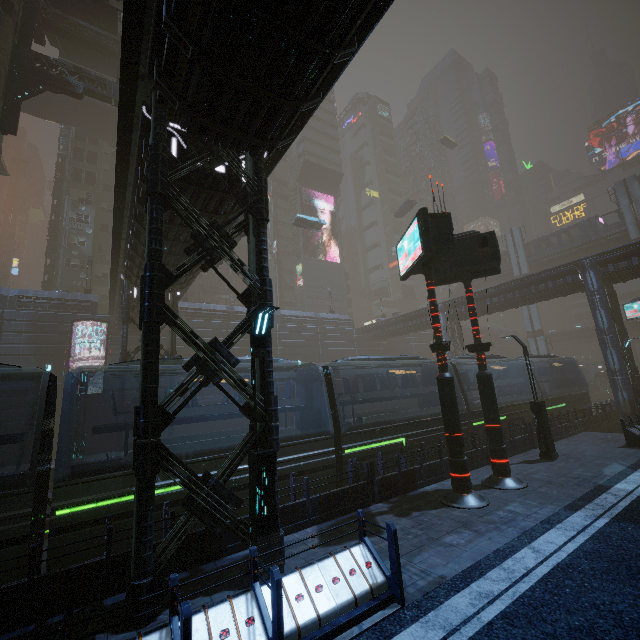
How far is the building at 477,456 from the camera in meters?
13.5

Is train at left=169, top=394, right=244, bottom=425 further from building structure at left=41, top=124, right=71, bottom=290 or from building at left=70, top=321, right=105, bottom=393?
building structure at left=41, top=124, right=71, bottom=290

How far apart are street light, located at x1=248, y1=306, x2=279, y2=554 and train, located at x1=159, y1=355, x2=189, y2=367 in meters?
4.0 m

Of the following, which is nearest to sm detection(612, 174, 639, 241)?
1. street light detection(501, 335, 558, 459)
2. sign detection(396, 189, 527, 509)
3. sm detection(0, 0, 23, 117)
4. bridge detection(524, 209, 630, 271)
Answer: bridge detection(524, 209, 630, 271)

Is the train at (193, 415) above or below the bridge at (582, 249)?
below

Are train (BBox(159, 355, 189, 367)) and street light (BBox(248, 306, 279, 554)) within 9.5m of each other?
yes

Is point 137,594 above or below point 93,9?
below

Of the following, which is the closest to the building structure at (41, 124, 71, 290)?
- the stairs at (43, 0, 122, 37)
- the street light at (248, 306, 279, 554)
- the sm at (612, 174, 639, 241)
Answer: the stairs at (43, 0, 122, 37)
